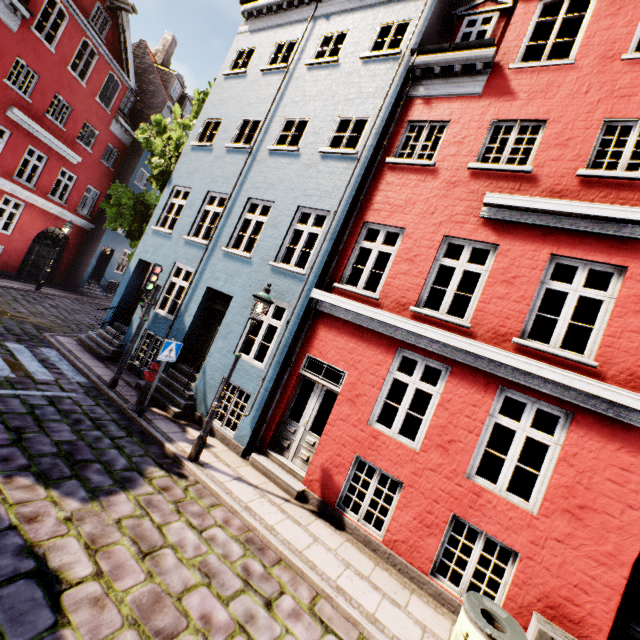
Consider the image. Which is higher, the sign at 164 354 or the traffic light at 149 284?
the traffic light at 149 284

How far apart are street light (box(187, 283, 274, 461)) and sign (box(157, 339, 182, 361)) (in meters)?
1.77

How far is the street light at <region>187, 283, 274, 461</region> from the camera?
6.6 meters

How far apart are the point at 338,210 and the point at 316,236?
5.9 meters

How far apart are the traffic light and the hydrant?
1.62m

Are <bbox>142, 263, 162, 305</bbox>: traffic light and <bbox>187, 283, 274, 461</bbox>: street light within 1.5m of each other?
no

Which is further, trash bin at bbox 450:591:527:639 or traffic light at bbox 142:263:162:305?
traffic light at bbox 142:263:162:305

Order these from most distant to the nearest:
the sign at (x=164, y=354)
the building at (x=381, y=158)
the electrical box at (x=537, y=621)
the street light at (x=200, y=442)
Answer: the sign at (x=164, y=354), the street light at (x=200, y=442), the building at (x=381, y=158), the electrical box at (x=537, y=621)
